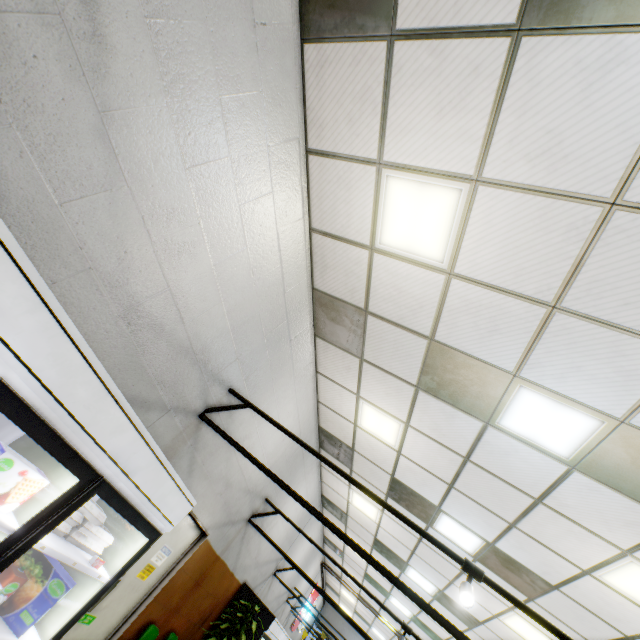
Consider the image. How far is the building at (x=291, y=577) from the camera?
9.4 meters

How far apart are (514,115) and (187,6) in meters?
2.3 m

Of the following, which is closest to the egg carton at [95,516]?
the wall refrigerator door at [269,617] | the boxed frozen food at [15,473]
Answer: the boxed frozen food at [15,473]

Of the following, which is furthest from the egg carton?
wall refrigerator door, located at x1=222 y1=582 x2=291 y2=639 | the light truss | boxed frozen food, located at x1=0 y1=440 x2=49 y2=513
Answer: wall refrigerator door, located at x1=222 y1=582 x2=291 y2=639

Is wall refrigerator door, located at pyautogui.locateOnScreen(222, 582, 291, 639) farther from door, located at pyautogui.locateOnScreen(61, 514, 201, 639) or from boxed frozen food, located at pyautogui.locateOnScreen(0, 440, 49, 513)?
boxed frozen food, located at pyautogui.locateOnScreen(0, 440, 49, 513)

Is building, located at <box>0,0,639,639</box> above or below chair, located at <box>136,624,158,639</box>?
above

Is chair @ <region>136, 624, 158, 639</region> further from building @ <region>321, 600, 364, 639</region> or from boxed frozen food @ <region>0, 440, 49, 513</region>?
boxed frozen food @ <region>0, 440, 49, 513</region>

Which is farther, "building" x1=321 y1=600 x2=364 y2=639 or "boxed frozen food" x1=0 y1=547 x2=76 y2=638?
"building" x1=321 y1=600 x2=364 y2=639
